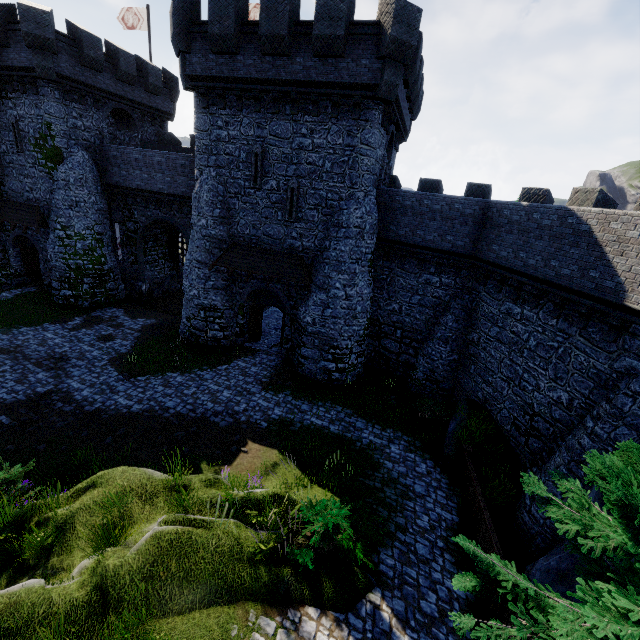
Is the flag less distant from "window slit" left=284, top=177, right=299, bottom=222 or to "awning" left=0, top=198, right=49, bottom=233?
"awning" left=0, top=198, right=49, bottom=233

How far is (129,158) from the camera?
Result: 22.1 meters

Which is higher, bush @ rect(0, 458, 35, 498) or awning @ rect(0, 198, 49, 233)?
awning @ rect(0, 198, 49, 233)

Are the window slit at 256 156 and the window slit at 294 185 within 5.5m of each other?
yes

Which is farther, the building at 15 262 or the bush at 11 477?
the building at 15 262

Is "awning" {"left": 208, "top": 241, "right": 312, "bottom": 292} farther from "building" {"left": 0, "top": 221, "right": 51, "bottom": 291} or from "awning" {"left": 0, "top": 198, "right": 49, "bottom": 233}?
"awning" {"left": 0, "top": 198, "right": 49, "bottom": 233}

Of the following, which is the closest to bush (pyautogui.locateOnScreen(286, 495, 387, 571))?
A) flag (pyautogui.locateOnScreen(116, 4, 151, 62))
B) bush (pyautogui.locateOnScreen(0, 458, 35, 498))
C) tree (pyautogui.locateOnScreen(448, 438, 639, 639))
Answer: tree (pyautogui.locateOnScreen(448, 438, 639, 639))

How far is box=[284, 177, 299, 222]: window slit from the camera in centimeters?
Result: 1644cm
